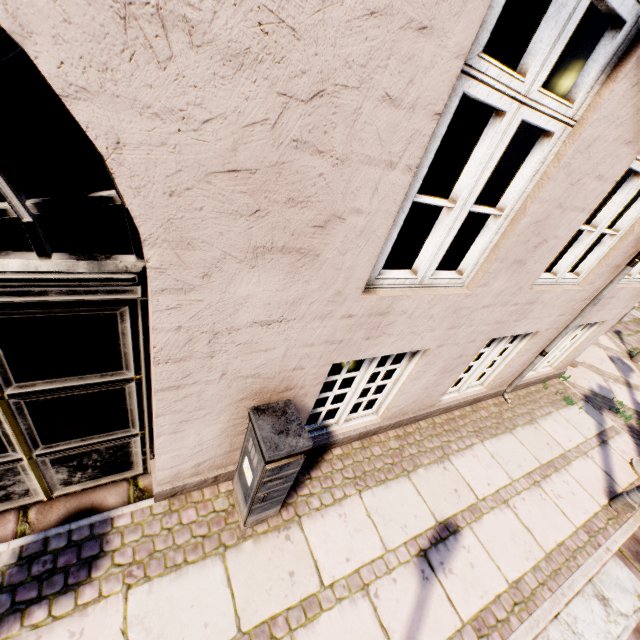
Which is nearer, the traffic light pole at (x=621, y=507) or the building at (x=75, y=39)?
the building at (x=75, y=39)

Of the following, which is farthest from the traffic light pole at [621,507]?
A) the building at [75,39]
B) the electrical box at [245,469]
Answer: the electrical box at [245,469]

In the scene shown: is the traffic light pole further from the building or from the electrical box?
the electrical box

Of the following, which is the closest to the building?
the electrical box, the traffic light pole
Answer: the electrical box

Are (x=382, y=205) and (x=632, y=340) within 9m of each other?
no

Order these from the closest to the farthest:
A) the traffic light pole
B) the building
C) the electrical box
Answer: the building → the electrical box → the traffic light pole

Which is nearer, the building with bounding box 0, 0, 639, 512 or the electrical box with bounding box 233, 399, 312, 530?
the building with bounding box 0, 0, 639, 512
